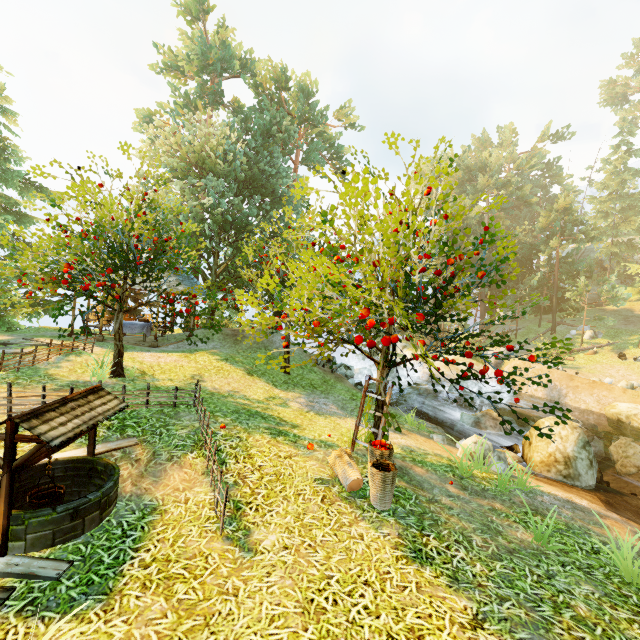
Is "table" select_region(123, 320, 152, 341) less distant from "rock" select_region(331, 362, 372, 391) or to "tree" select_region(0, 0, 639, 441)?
"tree" select_region(0, 0, 639, 441)

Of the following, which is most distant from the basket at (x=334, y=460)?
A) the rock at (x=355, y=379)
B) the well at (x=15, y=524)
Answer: the rock at (x=355, y=379)

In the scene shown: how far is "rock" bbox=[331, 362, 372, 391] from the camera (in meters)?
18.31

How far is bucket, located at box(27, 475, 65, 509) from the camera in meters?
4.3

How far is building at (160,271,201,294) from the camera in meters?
15.1

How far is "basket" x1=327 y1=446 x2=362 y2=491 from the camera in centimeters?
564cm

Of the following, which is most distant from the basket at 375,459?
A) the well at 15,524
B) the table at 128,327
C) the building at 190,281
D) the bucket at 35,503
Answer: the table at 128,327

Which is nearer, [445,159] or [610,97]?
[445,159]
